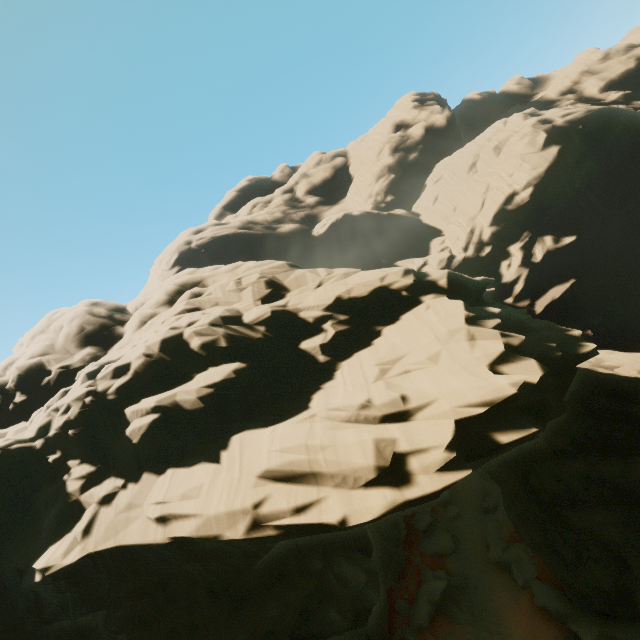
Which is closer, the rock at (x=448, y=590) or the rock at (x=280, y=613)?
the rock at (x=280, y=613)

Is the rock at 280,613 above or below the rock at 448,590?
above

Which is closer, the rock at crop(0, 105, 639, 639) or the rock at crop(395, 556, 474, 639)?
the rock at crop(0, 105, 639, 639)

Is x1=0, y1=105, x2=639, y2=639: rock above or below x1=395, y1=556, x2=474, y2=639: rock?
above

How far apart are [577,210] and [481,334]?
51.2m
